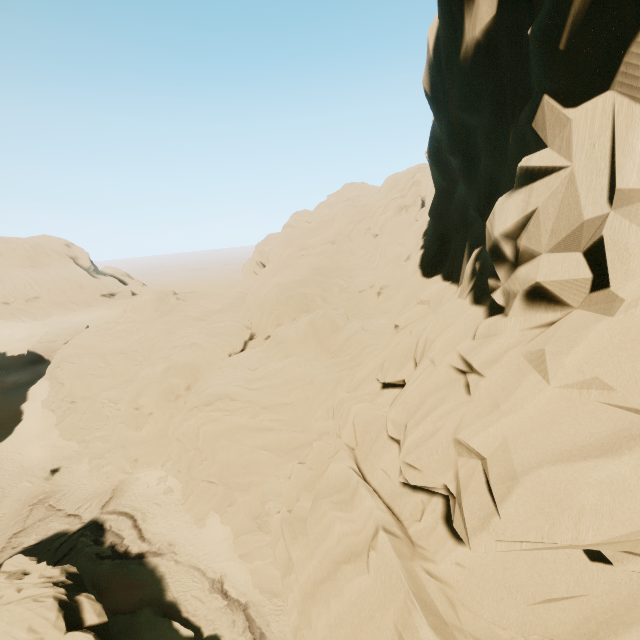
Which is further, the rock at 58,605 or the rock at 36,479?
the rock at 36,479

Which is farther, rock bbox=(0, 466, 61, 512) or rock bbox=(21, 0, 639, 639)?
rock bbox=(0, 466, 61, 512)

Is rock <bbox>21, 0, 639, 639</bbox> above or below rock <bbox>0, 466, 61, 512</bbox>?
above

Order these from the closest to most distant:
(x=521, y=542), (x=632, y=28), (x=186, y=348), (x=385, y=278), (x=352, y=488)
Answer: (x=632, y=28) → (x=521, y=542) → (x=352, y=488) → (x=186, y=348) → (x=385, y=278)

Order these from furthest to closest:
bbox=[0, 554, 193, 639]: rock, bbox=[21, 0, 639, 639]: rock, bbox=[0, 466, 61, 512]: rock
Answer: bbox=[0, 466, 61, 512]: rock < bbox=[0, 554, 193, 639]: rock < bbox=[21, 0, 639, 639]: rock
